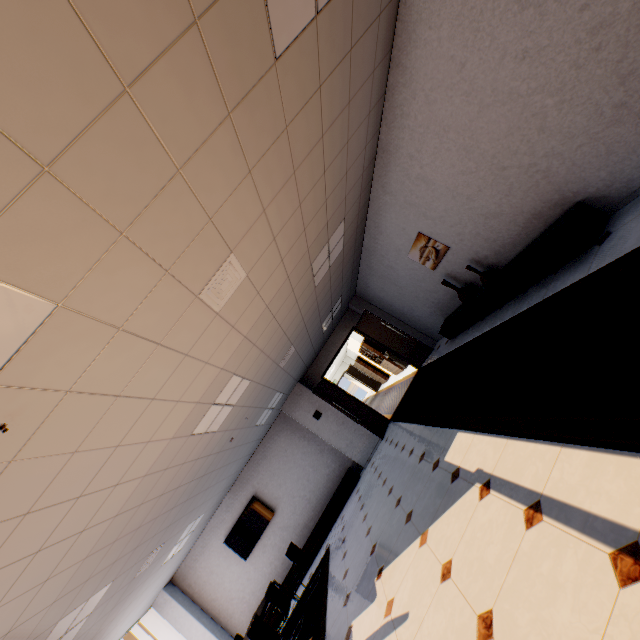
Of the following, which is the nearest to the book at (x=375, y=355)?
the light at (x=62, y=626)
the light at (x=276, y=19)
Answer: the light at (x=62, y=626)

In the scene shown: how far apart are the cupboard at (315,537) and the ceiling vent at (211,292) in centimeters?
758cm

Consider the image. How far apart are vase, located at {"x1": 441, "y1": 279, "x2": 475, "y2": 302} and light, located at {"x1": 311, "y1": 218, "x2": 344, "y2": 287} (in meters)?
2.18

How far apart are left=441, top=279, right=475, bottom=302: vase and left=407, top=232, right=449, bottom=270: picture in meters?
0.3 m

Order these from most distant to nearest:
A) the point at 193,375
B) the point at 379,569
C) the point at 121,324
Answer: the point at 379,569, the point at 193,375, the point at 121,324

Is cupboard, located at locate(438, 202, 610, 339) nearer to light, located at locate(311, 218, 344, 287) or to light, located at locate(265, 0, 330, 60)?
light, located at locate(311, 218, 344, 287)

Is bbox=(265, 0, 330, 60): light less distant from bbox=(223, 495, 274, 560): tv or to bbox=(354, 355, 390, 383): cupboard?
bbox=(223, 495, 274, 560): tv

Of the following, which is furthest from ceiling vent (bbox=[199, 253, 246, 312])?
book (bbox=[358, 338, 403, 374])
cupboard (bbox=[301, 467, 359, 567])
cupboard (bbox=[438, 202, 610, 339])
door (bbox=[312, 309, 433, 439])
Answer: book (bbox=[358, 338, 403, 374])
